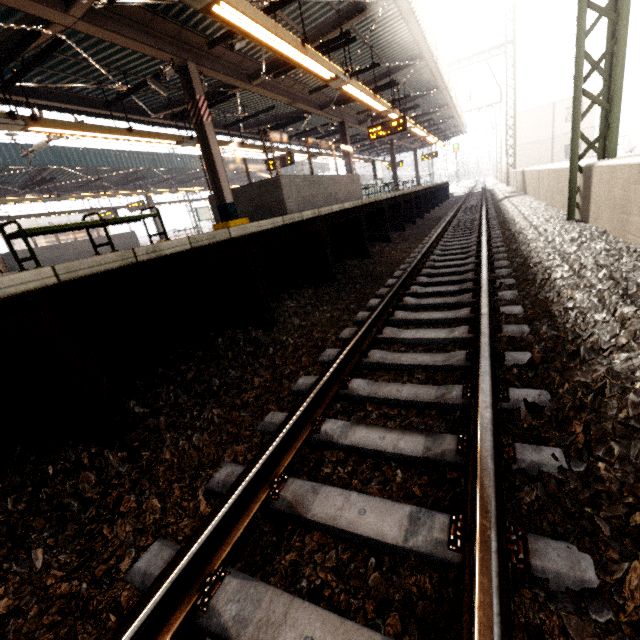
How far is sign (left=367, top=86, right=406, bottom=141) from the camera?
12.4 meters

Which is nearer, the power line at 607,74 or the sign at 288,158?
the power line at 607,74

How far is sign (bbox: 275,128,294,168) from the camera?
14.71m

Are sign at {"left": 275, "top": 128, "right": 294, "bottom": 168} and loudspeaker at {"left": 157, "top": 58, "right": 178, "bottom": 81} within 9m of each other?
yes

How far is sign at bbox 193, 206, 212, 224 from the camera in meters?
26.3 m

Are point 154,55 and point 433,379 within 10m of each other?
yes

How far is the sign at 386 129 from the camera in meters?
12.4

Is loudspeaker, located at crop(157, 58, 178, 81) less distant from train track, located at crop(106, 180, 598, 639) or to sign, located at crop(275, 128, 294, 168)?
train track, located at crop(106, 180, 598, 639)
